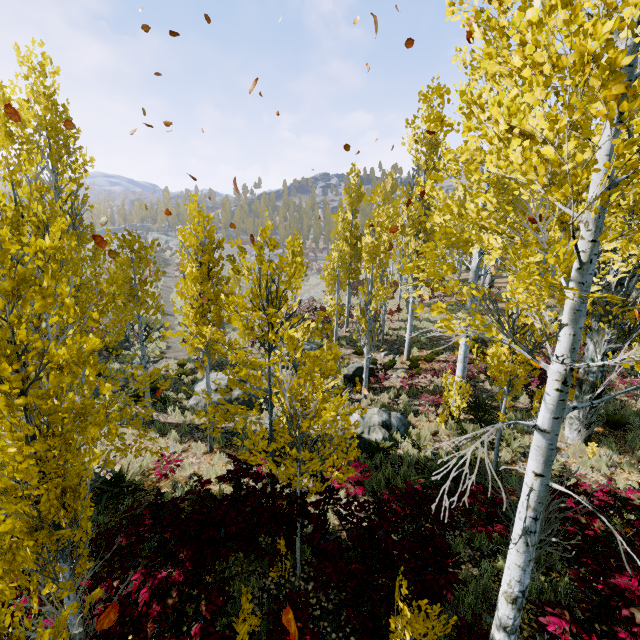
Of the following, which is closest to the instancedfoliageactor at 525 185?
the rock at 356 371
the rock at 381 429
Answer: the rock at 381 429

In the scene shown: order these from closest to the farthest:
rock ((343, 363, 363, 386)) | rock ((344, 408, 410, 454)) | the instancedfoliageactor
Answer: the instancedfoliageactor
rock ((344, 408, 410, 454))
rock ((343, 363, 363, 386))

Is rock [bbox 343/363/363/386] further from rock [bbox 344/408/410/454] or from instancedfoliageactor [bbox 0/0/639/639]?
rock [bbox 344/408/410/454]

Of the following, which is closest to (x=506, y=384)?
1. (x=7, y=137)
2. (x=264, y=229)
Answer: (x=264, y=229)

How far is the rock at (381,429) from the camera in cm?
940

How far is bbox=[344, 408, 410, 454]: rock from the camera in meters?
9.4

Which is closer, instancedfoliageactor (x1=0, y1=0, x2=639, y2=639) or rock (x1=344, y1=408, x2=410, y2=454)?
instancedfoliageactor (x1=0, y1=0, x2=639, y2=639)
